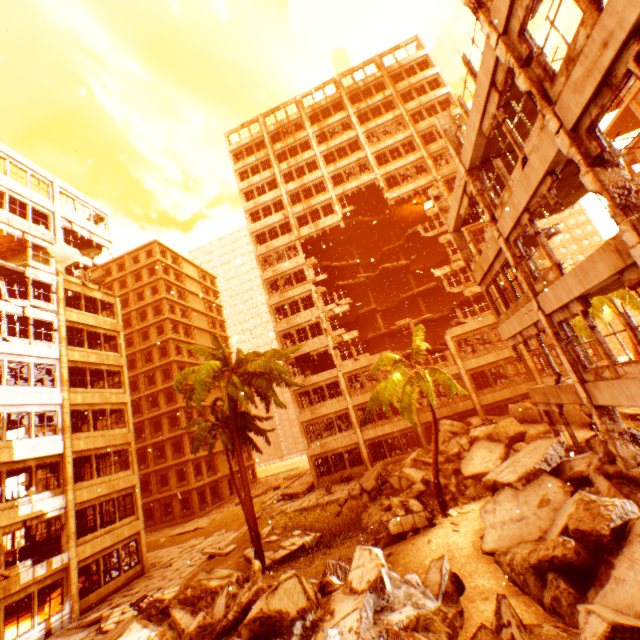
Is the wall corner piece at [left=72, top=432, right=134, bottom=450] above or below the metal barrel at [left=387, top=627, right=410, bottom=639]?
above

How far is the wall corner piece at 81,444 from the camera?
20.33m

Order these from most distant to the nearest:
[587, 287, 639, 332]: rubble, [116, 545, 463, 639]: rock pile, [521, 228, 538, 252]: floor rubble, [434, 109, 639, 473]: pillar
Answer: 1. [587, 287, 639, 332]: rubble
2. [521, 228, 538, 252]: floor rubble
3. [434, 109, 639, 473]: pillar
4. [116, 545, 463, 639]: rock pile

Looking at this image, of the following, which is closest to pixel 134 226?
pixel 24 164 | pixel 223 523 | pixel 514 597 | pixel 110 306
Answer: pixel 110 306

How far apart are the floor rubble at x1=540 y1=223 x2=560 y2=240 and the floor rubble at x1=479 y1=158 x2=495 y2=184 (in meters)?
2.68

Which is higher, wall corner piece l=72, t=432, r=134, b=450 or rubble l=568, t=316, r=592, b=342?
wall corner piece l=72, t=432, r=134, b=450

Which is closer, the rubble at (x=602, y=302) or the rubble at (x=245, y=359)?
the rubble at (x=245, y=359)
